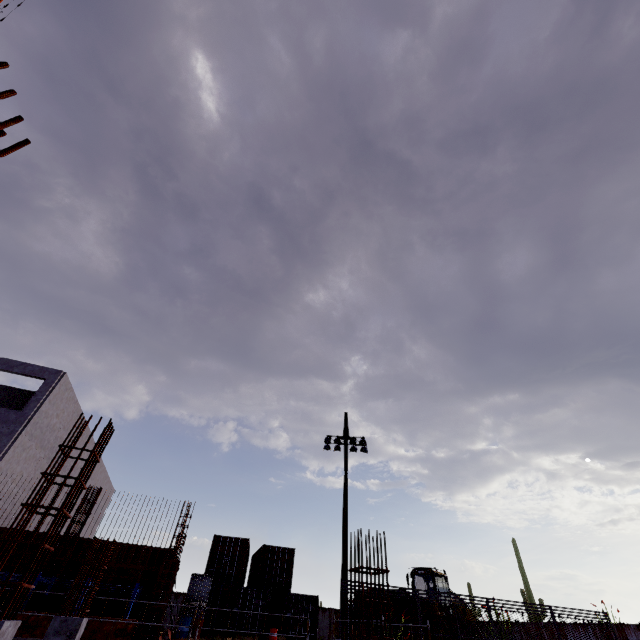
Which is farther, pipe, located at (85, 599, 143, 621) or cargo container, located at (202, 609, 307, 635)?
cargo container, located at (202, 609, 307, 635)

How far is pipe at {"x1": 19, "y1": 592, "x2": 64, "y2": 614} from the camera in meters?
11.9

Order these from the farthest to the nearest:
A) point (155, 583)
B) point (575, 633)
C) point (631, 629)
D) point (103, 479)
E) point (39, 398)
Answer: point (103, 479) → point (575, 633) → point (39, 398) → point (631, 629) → point (155, 583)

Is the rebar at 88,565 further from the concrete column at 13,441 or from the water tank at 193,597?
the water tank at 193,597

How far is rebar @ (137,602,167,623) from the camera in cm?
1463

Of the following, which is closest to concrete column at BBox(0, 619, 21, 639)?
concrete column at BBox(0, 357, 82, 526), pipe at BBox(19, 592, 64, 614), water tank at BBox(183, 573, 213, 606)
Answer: pipe at BBox(19, 592, 64, 614)

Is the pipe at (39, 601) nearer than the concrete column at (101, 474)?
Yes

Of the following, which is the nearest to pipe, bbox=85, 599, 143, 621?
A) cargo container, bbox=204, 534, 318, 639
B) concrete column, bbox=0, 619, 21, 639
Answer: cargo container, bbox=204, 534, 318, 639
